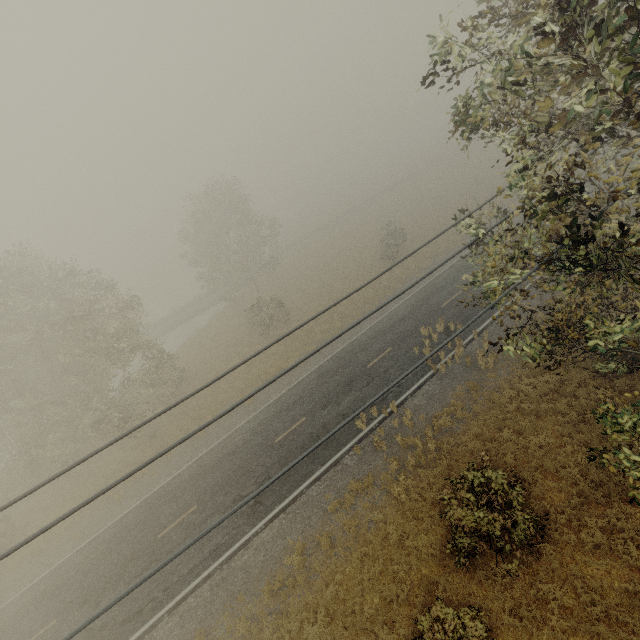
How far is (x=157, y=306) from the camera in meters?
58.0
